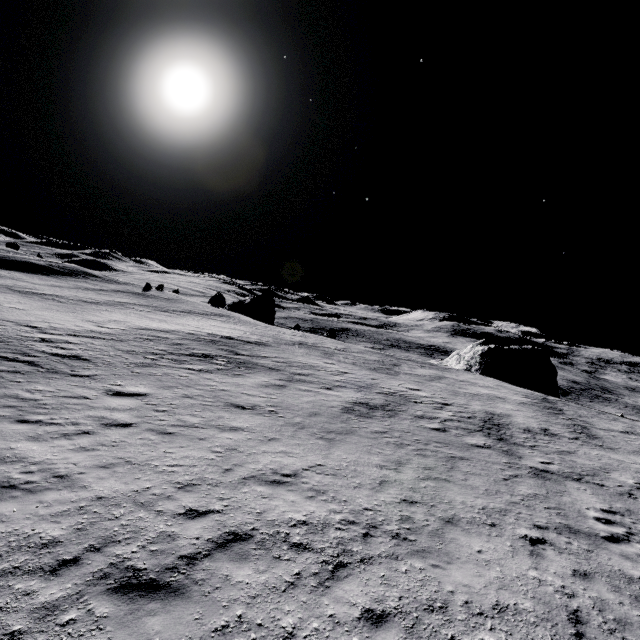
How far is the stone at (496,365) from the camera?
41.50m

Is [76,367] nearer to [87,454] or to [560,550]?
[87,454]

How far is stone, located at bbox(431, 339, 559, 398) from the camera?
41.5 meters
